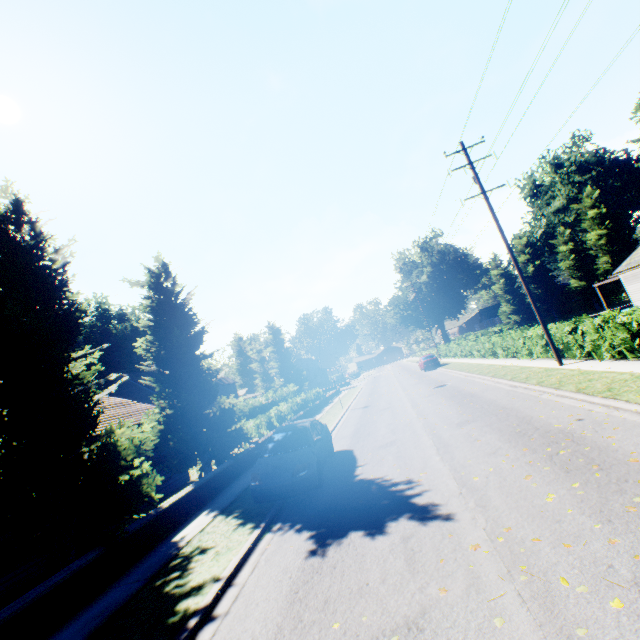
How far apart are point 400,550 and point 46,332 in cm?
963

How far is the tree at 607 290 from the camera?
42.50m

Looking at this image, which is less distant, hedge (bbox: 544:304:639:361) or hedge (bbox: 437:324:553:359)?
hedge (bbox: 544:304:639:361)

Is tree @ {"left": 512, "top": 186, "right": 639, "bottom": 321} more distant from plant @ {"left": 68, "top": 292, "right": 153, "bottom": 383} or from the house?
the house

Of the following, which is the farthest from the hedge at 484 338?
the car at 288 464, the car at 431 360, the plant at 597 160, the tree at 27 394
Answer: the car at 288 464

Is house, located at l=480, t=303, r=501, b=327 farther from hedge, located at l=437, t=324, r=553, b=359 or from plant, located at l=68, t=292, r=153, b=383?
hedge, located at l=437, t=324, r=553, b=359

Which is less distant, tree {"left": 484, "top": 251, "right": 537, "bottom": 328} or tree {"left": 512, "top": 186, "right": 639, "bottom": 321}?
tree {"left": 512, "top": 186, "right": 639, "bottom": 321}

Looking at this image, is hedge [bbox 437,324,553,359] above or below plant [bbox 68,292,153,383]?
below
